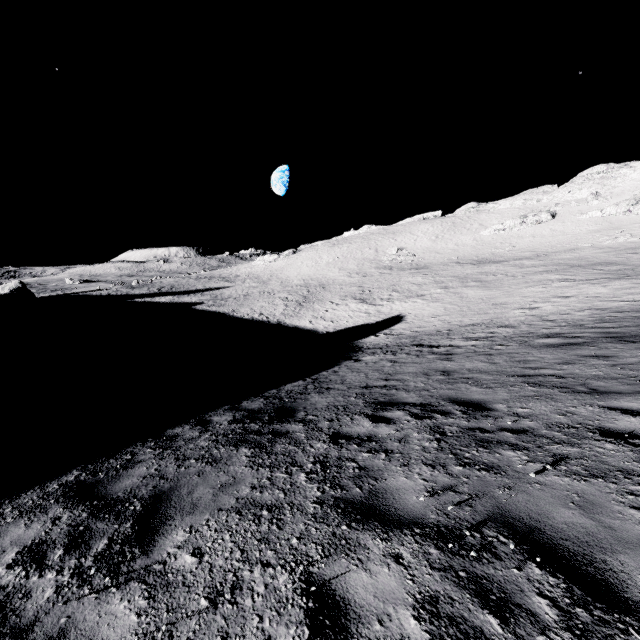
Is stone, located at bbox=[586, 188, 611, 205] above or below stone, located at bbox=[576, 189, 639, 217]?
above

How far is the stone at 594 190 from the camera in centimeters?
5809cm

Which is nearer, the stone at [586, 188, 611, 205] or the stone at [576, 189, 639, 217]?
the stone at [576, 189, 639, 217]

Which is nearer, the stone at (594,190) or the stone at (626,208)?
the stone at (626,208)

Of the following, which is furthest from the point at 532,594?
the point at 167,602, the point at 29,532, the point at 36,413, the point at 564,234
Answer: the point at 564,234

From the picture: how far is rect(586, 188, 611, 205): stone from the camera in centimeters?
5809cm
